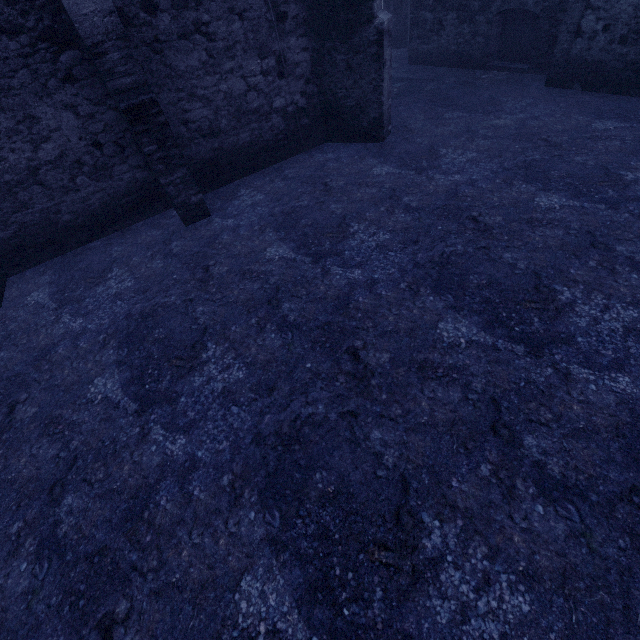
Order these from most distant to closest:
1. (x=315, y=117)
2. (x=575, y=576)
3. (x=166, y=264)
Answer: (x=315, y=117), (x=166, y=264), (x=575, y=576)
